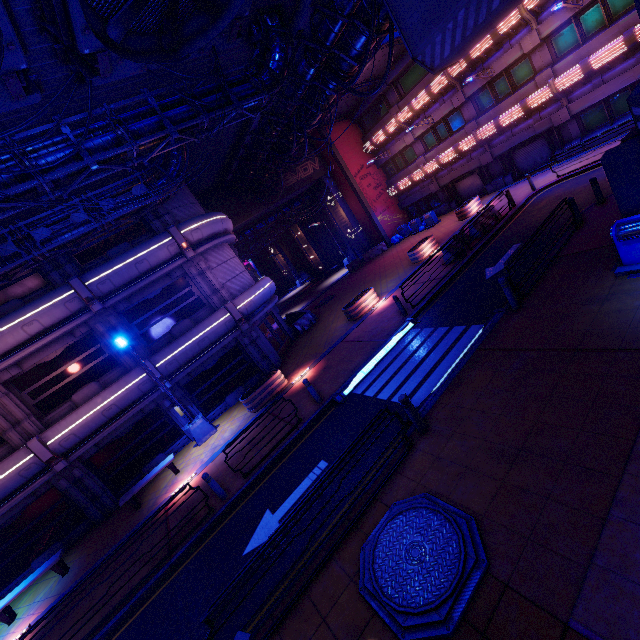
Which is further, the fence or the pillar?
the fence

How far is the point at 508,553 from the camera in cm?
454

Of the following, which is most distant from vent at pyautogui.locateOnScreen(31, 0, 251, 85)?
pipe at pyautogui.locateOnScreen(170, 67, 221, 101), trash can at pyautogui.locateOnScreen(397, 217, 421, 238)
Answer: trash can at pyautogui.locateOnScreen(397, 217, 421, 238)

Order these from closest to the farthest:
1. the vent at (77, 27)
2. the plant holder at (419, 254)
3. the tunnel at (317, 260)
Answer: the vent at (77, 27)
the plant holder at (419, 254)
the tunnel at (317, 260)

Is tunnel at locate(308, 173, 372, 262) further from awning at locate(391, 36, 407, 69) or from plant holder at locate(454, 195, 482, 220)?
plant holder at locate(454, 195, 482, 220)

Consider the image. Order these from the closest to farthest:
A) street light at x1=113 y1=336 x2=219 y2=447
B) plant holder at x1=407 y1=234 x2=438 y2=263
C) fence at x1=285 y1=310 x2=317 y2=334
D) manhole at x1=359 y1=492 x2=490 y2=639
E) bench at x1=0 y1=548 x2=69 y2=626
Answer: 1. manhole at x1=359 y1=492 x2=490 y2=639
2. bench at x1=0 y1=548 x2=69 y2=626
3. street light at x1=113 y1=336 x2=219 y2=447
4. plant holder at x1=407 y1=234 x2=438 y2=263
5. fence at x1=285 y1=310 x2=317 y2=334

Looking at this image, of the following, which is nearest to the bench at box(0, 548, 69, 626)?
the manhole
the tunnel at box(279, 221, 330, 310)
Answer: the manhole

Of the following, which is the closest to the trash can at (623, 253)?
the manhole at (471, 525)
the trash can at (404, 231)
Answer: the manhole at (471, 525)
